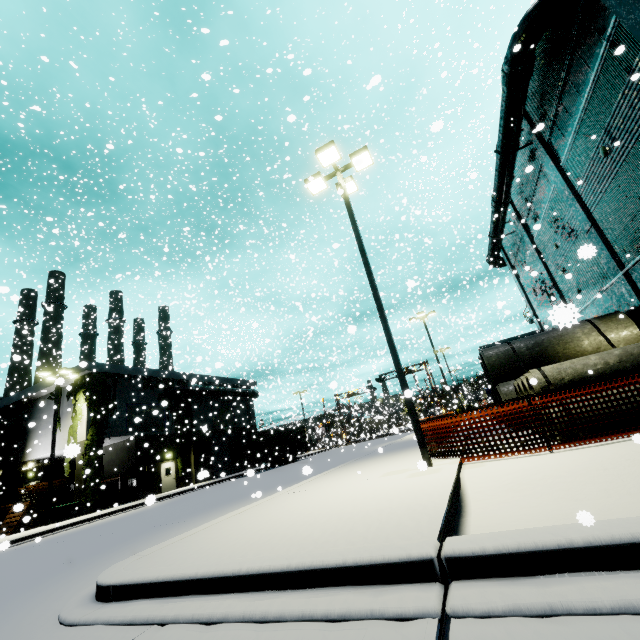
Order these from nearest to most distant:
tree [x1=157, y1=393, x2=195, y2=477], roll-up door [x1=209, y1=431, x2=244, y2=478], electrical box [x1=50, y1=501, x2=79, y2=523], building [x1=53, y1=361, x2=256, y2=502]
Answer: electrical box [x1=50, y1=501, x2=79, y2=523]
building [x1=53, y1=361, x2=256, y2=502]
tree [x1=157, y1=393, x2=195, y2=477]
roll-up door [x1=209, y1=431, x2=244, y2=478]

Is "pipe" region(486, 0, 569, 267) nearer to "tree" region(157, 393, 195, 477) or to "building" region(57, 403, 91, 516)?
"building" region(57, 403, 91, 516)

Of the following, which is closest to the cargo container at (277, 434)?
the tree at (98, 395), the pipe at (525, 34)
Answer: the tree at (98, 395)

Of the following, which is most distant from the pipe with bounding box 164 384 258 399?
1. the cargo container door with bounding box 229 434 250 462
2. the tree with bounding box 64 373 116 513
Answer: the cargo container door with bounding box 229 434 250 462

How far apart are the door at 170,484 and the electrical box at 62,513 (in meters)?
6.78

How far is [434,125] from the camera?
4.50m

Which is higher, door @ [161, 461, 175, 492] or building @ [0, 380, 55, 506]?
building @ [0, 380, 55, 506]

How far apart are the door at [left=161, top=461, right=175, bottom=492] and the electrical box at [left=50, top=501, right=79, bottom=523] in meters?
6.8
